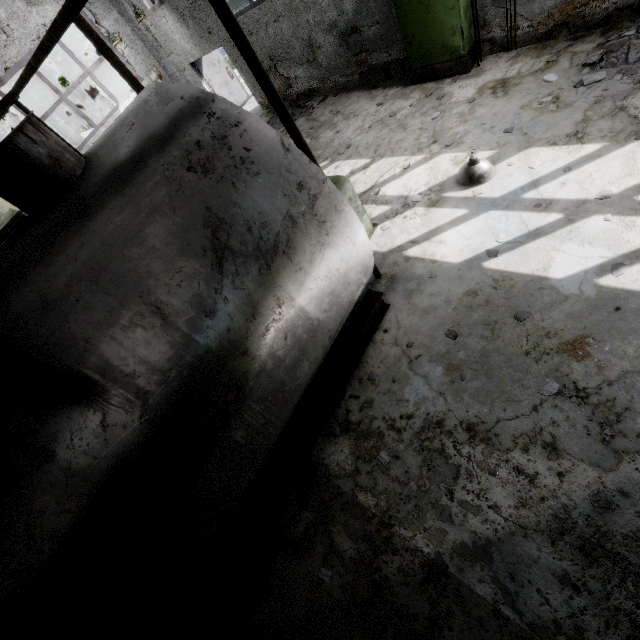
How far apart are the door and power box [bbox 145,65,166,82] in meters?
1.8 m

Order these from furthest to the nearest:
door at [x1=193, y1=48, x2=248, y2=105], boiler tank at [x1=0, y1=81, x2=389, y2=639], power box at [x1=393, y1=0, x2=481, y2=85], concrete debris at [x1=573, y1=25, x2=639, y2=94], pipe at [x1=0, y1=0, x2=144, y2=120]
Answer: door at [x1=193, y1=48, x2=248, y2=105]
power box at [x1=393, y1=0, x2=481, y2=85]
concrete debris at [x1=573, y1=25, x2=639, y2=94]
pipe at [x1=0, y1=0, x2=144, y2=120]
boiler tank at [x1=0, y1=81, x2=389, y2=639]

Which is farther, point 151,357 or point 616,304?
point 616,304

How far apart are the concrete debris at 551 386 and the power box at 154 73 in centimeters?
1653cm

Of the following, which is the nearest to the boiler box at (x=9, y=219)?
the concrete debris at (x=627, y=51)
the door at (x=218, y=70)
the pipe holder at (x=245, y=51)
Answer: the door at (x=218, y=70)

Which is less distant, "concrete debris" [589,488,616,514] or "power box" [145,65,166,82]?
"concrete debris" [589,488,616,514]

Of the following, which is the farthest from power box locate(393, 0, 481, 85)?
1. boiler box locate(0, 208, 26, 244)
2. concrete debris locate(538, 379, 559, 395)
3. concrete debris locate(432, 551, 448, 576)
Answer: boiler box locate(0, 208, 26, 244)

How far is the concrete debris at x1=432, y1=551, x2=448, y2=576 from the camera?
3.21m
